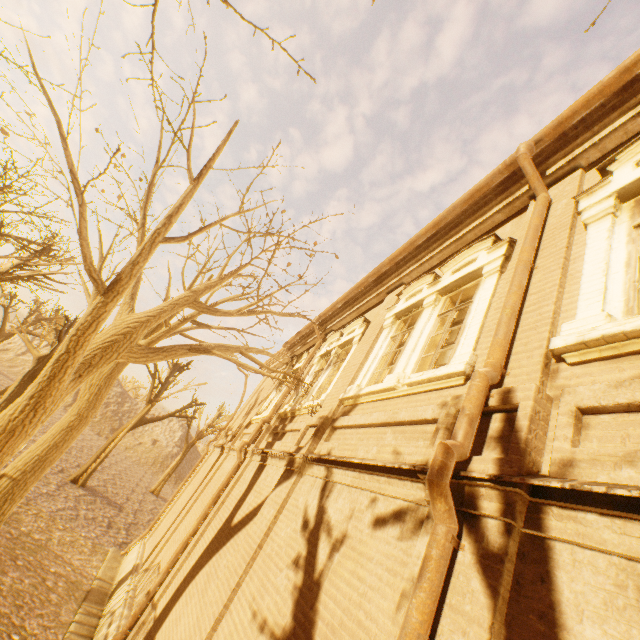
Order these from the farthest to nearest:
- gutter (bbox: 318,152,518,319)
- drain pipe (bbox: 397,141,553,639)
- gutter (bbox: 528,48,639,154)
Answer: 1. gutter (bbox: 318,152,518,319)
2. gutter (bbox: 528,48,639,154)
3. drain pipe (bbox: 397,141,553,639)

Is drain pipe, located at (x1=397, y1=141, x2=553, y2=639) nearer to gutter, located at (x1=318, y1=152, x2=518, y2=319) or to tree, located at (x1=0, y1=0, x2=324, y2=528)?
gutter, located at (x1=318, y1=152, x2=518, y2=319)

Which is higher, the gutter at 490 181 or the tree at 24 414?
the gutter at 490 181

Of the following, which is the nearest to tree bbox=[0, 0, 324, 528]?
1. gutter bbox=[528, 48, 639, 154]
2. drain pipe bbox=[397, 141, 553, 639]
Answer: gutter bbox=[528, 48, 639, 154]

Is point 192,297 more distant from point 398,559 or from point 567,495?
point 567,495

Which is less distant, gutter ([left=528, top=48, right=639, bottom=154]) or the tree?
gutter ([left=528, top=48, right=639, bottom=154])

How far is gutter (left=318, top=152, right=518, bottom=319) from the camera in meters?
5.3 m
